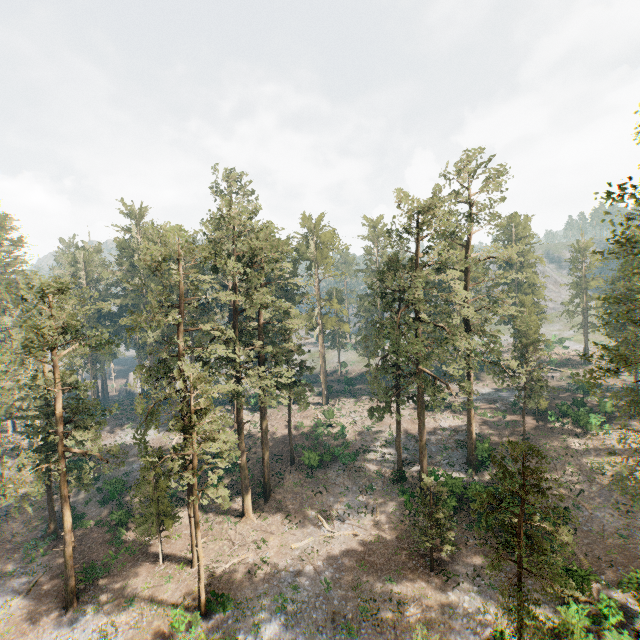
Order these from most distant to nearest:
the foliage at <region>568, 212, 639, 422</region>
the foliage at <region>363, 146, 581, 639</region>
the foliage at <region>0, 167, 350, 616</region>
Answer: the foliage at <region>0, 167, 350, 616</region>, the foliage at <region>568, 212, 639, 422</region>, the foliage at <region>363, 146, 581, 639</region>

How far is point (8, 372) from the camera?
39.7 meters

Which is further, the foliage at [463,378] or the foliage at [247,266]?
the foliage at [247,266]

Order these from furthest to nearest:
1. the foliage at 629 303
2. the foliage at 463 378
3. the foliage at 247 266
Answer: the foliage at 247 266
the foliage at 629 303
the foliage at 463 378

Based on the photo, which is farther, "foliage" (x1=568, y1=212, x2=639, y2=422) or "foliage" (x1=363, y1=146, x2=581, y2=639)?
"foliage" (x1=568, y1=212, x2=639, y2=422)
